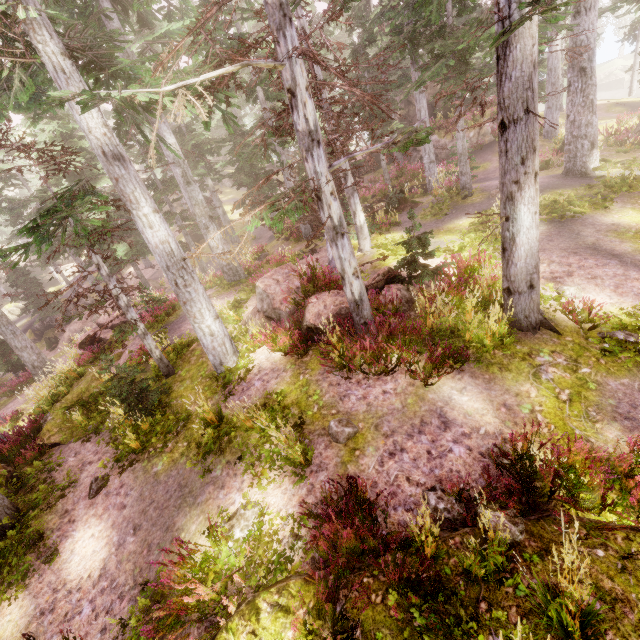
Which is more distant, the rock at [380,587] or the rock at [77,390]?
the rock at [77,390]

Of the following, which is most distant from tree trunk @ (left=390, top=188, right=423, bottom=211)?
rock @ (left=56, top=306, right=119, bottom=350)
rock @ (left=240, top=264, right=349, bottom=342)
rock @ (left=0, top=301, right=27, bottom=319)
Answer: rock @ (left=0, top=301, right=27, bottom=319)

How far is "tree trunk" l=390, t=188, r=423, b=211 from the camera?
17.8m

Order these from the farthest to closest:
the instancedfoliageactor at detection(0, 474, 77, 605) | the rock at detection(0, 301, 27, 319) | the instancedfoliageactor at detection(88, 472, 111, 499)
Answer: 1. the rock at detection(0, 301, 27, 319)
2. the instancedfoliageactor at detection(88, 472, 111, 499)
3. the instancedfoliageactor at detection(0, 474, 77, 605)

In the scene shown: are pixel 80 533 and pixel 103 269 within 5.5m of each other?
no

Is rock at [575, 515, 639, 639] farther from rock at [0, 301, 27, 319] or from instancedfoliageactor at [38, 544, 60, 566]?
rock at [0, 301, 27, 319]

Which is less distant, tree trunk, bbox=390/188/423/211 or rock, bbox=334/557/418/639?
rock, bbox=334/557/418/639

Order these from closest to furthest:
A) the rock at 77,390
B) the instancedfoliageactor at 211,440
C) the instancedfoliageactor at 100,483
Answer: the instancedfoliageactor at 211,440
the instancedfoliageactor at 100,483
the rock at 77,390
